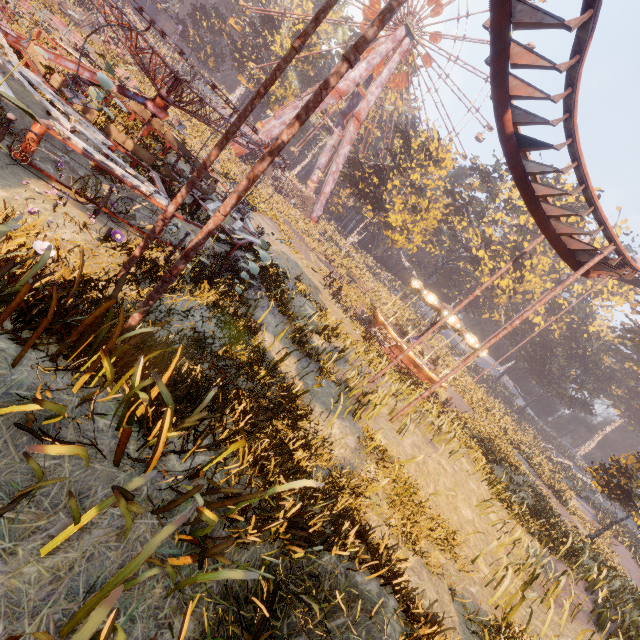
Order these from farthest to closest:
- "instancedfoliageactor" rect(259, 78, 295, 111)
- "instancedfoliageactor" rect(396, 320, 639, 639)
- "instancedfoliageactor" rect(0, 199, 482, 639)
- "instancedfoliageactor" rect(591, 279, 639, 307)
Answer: "instancedfoliageactor" rect(591, 279, 639, 307) < "instancedfoliageactor" rect(259, 78, 295, 111) < "instancedfoliageactor" rect(396, 320, 639, 639) < "instancedfoliageactor" rect(0, 199, 482, 639)

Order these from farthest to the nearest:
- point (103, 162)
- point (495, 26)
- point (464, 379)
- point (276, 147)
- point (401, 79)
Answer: point (401, 79) < point (464, 379) < point (103, 162) < point (495, 26) < point (276, 147)

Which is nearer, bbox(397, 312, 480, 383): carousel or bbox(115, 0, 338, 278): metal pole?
bbox(115, 0, 338, 278): metal pole

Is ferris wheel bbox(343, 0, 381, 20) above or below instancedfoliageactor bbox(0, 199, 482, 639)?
above

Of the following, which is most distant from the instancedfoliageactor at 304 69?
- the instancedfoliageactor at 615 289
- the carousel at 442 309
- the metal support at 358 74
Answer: the instancedfoliageactor at 615 289

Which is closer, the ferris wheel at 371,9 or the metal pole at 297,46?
the metal pole at 297,46

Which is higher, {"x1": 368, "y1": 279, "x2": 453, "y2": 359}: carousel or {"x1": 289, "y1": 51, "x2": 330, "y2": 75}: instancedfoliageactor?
{"x1": 289, "y1": 51, "x2": 330, "y2": 75}: instancedfoliageactor

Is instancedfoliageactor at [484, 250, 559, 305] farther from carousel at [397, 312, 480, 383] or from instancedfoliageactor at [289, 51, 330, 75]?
instancedfoliageactor at [289, 51, 330, 75]
